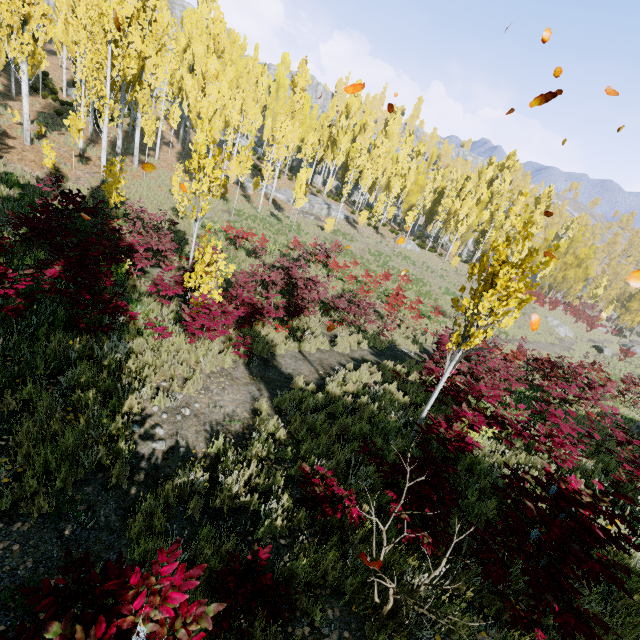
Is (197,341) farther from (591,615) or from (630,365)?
(630,365)

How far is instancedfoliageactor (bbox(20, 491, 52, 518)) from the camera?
3.02m

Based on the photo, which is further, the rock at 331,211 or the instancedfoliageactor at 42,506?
the rock at 331,211

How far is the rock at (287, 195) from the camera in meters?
33.8

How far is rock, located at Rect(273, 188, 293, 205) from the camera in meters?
33.8 m

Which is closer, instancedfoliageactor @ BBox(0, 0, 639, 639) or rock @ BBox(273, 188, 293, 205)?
instancedfoliageactor @ BBox(0, 0, 639, 639)
